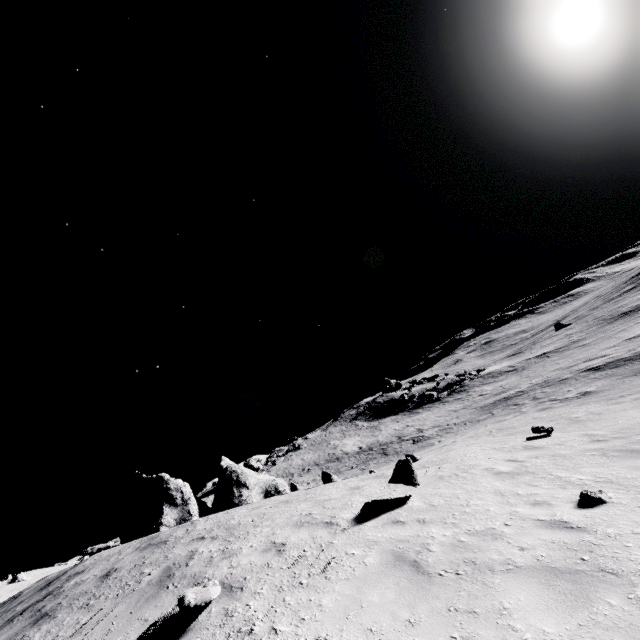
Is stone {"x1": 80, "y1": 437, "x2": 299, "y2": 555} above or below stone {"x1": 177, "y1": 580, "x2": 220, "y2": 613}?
above

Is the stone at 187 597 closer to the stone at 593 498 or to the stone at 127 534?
the stone at 593 498

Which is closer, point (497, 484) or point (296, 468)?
point (497, 484)

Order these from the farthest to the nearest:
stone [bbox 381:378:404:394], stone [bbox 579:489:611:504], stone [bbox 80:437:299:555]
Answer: stone [bbox 381:378:404:394] < stone [bbox 80:437:299:555] < stone [bbox 579:489:611:504]

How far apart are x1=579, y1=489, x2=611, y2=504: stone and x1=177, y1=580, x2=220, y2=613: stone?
5.3 meters

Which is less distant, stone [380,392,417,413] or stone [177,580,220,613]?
stone [177,580,220,613]

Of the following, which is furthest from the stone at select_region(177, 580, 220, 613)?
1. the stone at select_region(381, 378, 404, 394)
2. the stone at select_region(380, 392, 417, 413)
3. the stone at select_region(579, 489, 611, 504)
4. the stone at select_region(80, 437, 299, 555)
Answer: the stone at select_region(381, 378, 404, 394)

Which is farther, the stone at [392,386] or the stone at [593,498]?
the stone at [392,386]
